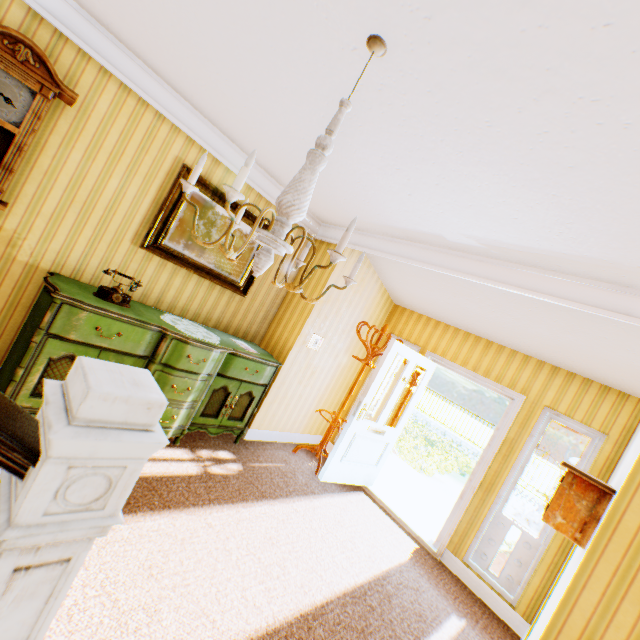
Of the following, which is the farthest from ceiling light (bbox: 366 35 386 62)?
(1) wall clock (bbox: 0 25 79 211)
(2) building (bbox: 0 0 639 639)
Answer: (1) wall clock (bbox: 0 25 79 211)

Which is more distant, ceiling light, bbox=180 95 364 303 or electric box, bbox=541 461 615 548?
electric box, bbox=541 461 615 548

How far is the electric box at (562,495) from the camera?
2.3 meters

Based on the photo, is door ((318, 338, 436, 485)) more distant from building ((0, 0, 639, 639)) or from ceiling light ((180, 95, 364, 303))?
ceiling light ((180, 95, 364, 303))

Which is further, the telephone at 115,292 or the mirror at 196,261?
the mirror at 196,261

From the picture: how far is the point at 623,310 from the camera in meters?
2.3

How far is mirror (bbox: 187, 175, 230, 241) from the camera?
3.53m

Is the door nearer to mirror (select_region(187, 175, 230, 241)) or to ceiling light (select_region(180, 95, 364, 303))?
mirror (select_region(187, 175, 230, 241))
